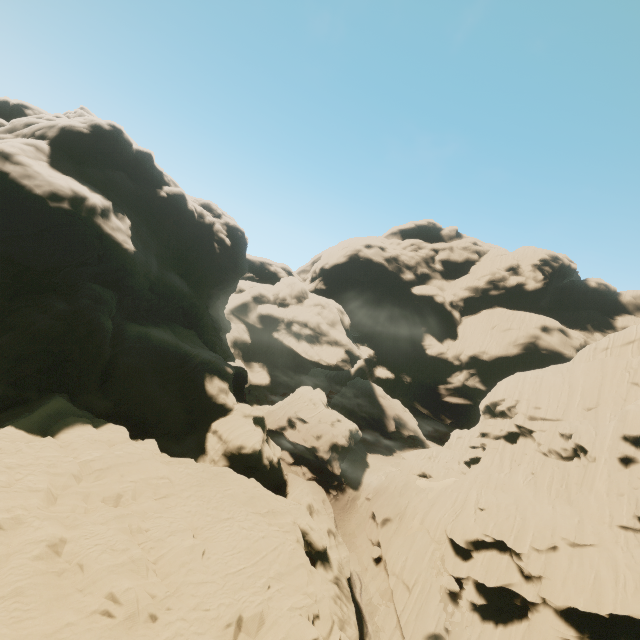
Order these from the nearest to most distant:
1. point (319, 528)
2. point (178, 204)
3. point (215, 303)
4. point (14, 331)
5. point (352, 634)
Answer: point (14, 331) < point (352, 634) < point (319, 528) < point (178, 204) < point (215, 303)

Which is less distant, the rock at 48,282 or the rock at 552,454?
the rock at 48,282

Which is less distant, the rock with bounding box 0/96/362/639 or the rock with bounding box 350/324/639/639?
the rock with bounding box 0/96/362/639
